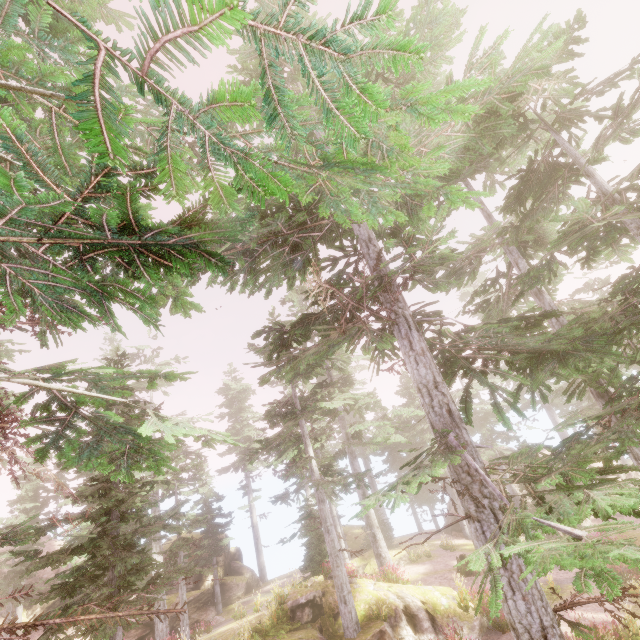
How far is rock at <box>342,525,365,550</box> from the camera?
31.53m

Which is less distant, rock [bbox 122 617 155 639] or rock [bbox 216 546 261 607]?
rock [bbox 122 617 155 639]

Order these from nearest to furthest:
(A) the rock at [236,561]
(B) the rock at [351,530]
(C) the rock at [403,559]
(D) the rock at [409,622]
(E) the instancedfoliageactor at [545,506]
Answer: (E) the instancedfoliageactor at [545,506], (D) the rock at [409,622], (C) the rock at [403,559], (A) the rock at [236,561], (B) the rock at [351,530]

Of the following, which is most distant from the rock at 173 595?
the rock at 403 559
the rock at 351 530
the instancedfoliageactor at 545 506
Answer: the rock at 403 559

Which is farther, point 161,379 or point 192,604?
point 161,379

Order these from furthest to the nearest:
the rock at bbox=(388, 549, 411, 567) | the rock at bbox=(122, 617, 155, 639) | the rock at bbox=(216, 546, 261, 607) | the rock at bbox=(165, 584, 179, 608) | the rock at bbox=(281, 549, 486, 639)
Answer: the rock at bbox=(216, 546, 261, 607), the rock at bbox=(165, 584, 179, 608), the rock at bbox=(388, 549, 411, 567), the rock at bbox=(122, 617, 155, 639), the rock at bbox=(281, 549, 486, 639)

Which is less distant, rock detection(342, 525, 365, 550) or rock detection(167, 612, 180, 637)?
rock detection(167, 612, 180, 637)

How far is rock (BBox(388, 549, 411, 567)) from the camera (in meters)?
23.37
